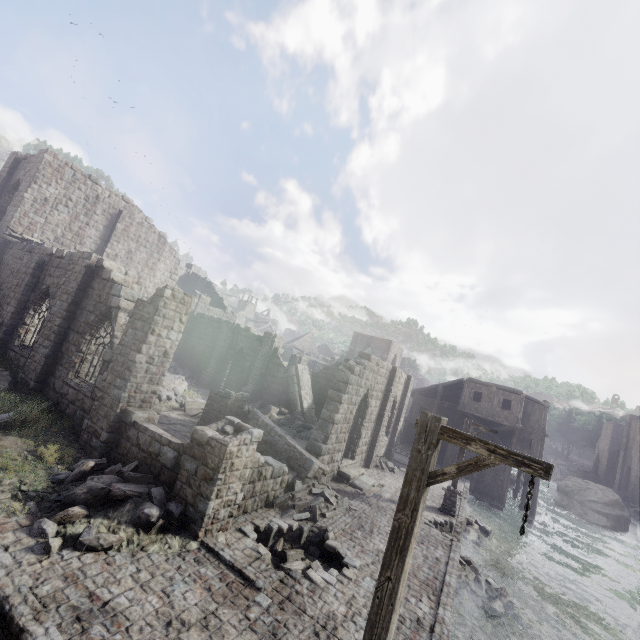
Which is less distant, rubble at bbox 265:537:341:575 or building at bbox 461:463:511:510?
rubble at bbox 265:537:341:575

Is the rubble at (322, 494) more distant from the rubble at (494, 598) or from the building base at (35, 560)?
the rubble at (494, 598)

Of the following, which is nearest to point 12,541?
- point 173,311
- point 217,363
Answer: point 173,311

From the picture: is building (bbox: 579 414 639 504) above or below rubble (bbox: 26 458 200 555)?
above

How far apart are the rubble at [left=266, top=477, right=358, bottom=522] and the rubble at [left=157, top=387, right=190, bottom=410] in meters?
8.4 m

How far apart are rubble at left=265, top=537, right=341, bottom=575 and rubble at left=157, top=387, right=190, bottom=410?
10.2m

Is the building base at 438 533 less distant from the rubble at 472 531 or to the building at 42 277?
the rubble at 472 531

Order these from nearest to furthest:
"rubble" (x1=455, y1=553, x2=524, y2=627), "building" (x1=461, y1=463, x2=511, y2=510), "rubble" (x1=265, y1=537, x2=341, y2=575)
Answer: "rubble" (x1=265, y1=537, x2=341, y2=575) < "rubble" (x1=455, y1=553, x2=524, y2=627) < "building" (x1=461, y1=463, x2=511, y2=510)
